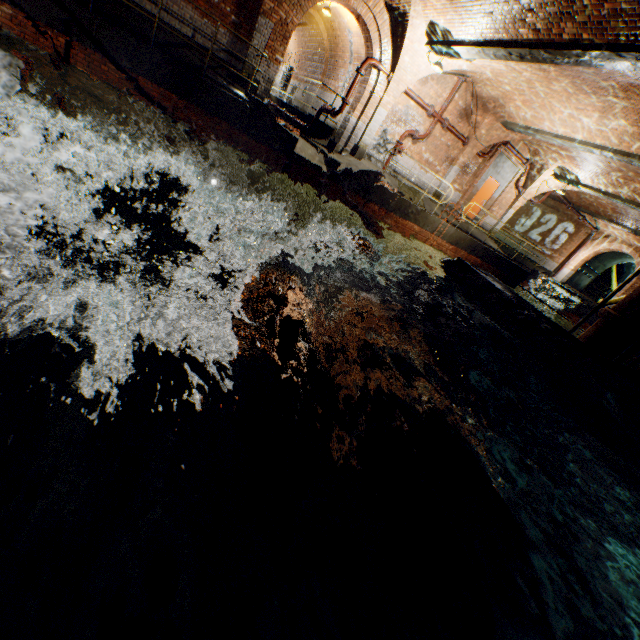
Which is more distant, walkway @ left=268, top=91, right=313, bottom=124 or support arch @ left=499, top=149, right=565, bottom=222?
support arch @ left=499, top=149, right=565, bottom=222

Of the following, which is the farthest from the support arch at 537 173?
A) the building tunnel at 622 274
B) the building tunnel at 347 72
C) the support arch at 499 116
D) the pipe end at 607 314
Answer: the pipe end at 607 314

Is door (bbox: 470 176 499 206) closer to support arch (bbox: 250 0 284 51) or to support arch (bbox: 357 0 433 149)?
support arch (bbox: 357 0 433 149)

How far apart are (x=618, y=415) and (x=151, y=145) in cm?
1128

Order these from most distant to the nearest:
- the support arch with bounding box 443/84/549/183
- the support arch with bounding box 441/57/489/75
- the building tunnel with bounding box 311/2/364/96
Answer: the building tunnel with bounding box 311/2/364/96 < the support arch with bounding box 443/84/549/183 < the support arch with bounding box 441/57/489/75

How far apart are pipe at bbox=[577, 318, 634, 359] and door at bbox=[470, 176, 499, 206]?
10.91m

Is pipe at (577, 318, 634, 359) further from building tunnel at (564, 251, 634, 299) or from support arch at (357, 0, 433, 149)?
building tunnel at (564, 251, 634, 299)

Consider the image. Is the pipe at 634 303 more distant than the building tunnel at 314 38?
No
